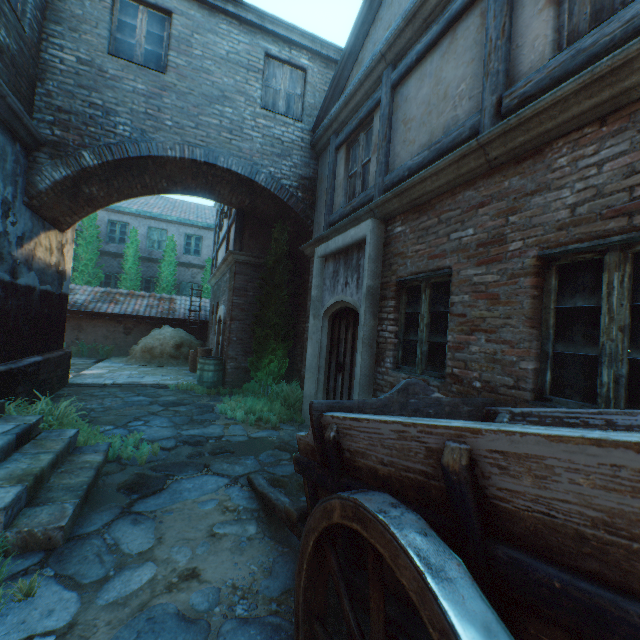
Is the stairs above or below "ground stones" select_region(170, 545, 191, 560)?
above

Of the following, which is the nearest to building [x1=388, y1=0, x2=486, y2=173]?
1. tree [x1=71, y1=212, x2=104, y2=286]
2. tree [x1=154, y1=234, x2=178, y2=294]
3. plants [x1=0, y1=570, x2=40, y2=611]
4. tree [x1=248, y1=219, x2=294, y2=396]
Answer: tree [x1=248, y1=219, x2=294, y2=396]

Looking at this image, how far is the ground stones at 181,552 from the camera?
2.62m

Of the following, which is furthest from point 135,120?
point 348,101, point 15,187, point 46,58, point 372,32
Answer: point 372,32

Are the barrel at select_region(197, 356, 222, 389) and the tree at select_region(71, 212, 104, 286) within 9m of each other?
no

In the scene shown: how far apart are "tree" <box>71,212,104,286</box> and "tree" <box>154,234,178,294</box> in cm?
244

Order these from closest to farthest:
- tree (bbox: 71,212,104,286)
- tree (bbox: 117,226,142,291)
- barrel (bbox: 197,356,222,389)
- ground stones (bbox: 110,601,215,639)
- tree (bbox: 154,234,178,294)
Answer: ground stones (bbox: 110,601,215,639), barrel (bbox: 197,356,222,389), tree (bbox: 71,212,104,286), tree (bbox: 117,226,142,291), tree (bbox: 154,234,178,294)

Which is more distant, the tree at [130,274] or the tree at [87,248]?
the tree at [130,274]
